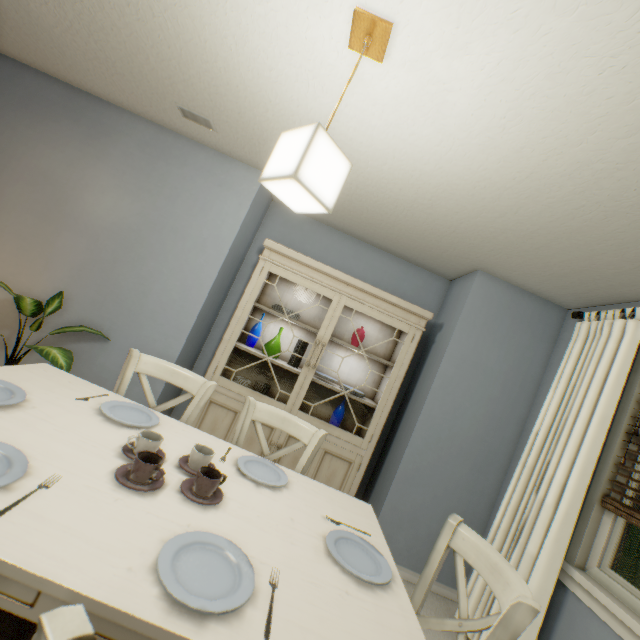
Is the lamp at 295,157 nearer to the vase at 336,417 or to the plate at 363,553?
the plate at 363,553

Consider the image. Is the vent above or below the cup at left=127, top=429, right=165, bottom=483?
above

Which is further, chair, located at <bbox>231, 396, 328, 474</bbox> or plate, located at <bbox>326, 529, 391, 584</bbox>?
chair, located at <bbox>231, 396, 328, 474</bbox>

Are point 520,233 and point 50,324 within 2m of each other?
no

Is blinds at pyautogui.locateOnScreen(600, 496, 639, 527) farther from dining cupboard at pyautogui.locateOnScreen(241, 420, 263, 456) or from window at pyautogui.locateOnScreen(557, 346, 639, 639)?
dining cupboard at pyautogui.locateOnScreen(241, 420, 263, 456)

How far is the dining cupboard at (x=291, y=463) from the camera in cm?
253

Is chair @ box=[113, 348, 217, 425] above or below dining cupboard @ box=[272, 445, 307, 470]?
above

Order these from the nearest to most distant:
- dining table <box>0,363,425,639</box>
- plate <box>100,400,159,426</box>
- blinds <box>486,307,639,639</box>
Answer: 1. dining table <box>0,363,425,639</box>
2. plate <box>100,400,159,426</box>
3. blinds <box>486,307,639,639</box>
